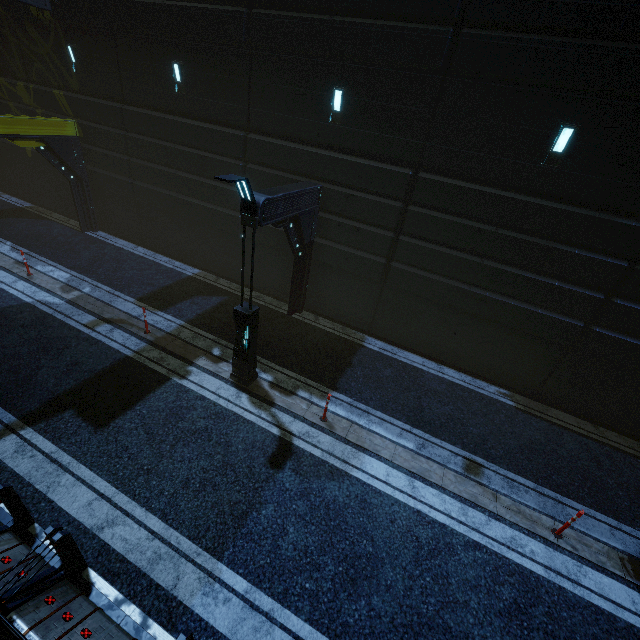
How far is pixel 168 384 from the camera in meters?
8.9 m

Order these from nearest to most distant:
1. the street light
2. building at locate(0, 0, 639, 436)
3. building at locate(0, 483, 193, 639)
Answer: building at locate(0, 483, 193, 639), the street light, building at locate(0, 0, 639, 436)

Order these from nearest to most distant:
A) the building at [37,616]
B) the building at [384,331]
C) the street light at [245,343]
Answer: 1. the building at [37,616]
2. the street light at [245,343]
3. the building at [384,331]

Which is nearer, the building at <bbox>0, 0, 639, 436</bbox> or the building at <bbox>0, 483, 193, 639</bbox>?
the building at <bbox>0, 483, 193, 639</bbox>

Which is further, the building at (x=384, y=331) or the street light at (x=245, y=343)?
the building at (x=384, y=331)

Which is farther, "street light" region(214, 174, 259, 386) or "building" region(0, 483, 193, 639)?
"street light" region(214, 174, 259, 386)

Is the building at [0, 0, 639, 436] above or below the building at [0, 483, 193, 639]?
above

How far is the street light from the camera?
6.37m
